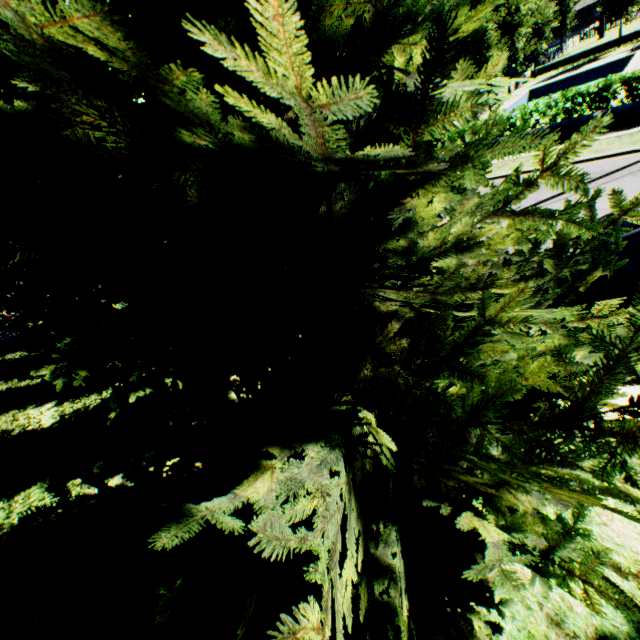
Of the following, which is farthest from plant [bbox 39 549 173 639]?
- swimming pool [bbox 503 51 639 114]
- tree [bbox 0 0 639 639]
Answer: swimming pool [bbox 503 51 639 114]

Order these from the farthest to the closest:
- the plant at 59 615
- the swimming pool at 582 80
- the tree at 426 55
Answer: the swimming pool at 582 80
the plant at 59 615
the tree at 426 55

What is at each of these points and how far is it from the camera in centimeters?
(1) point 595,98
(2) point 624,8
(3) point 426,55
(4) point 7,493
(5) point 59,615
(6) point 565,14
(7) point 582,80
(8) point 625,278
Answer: (1) hedge, 1332cm
(2) tree, 2933cm
(3) tree, 139cm
(4) plant, 712cm
(5) plant, 410cm
(6) plant, 5219cm
(7) swimming pool, 2833cm
(8) car, 497cm

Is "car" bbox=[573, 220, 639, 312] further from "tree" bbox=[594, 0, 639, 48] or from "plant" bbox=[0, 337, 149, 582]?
"plant" bbox=[0, 337, 149, 582]

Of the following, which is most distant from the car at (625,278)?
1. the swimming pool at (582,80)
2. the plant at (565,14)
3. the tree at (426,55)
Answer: the swimming pool at (582,80)

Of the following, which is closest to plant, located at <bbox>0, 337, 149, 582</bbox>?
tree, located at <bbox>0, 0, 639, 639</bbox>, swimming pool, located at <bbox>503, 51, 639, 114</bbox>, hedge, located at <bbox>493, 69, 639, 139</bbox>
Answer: tree, located at <bbox>0, 0, 639, 639</bbox>

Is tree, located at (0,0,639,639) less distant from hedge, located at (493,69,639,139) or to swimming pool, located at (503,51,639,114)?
swimming pool, located at (503,51,639,114)

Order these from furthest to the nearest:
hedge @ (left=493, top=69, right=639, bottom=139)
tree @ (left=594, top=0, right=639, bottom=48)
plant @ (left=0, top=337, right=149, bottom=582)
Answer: tree @ (left=594, top=0, right=639, bottom=48) < hedge @ (left=493, top=69, right=639, bottom=139) < plant @ (left=0, top=337, right=149, bottom=582)
